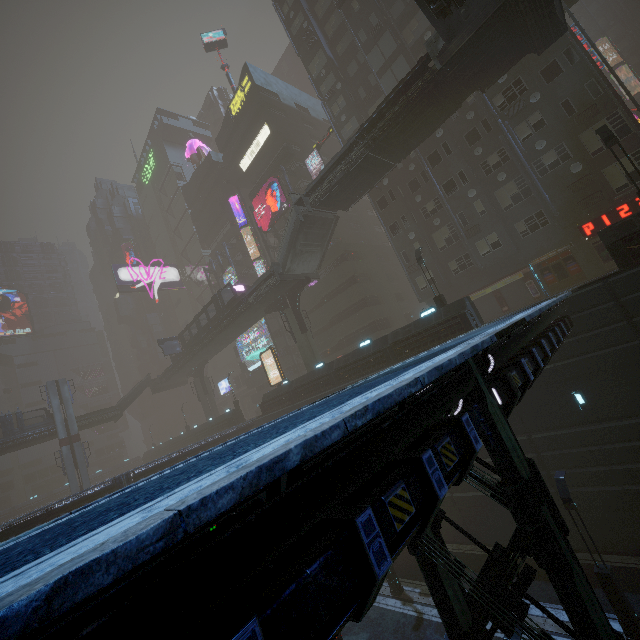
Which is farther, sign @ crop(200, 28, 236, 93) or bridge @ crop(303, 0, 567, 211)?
sign @ crop(200, 28, 236, 93)

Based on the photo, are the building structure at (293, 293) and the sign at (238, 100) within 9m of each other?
no

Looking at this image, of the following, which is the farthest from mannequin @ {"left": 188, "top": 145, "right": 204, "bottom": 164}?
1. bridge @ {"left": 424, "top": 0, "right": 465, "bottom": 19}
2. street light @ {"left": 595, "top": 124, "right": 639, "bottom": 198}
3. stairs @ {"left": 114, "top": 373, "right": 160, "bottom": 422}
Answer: street light @ {"left": 595, "top": 124, "right": 639, "bottom": 198}

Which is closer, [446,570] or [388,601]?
[446,570]

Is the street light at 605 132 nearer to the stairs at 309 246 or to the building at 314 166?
the building at 314 166

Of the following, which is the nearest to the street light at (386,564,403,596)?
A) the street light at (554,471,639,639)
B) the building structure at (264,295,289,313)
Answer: the street light at (554,471,639,639)

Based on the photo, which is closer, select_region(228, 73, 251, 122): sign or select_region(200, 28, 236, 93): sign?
select_region(228, 73, 251, 122): sign

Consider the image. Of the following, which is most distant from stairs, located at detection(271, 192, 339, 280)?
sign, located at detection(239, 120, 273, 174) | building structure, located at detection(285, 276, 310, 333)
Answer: sign, located at detection(239, 120, 273, 174)
